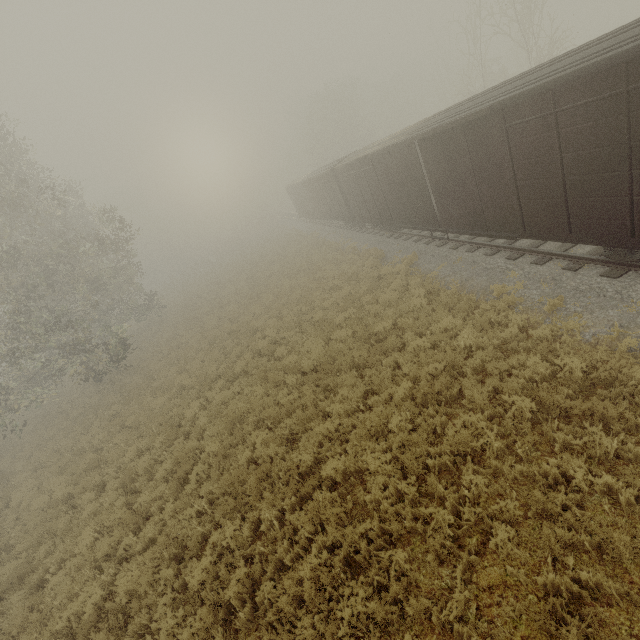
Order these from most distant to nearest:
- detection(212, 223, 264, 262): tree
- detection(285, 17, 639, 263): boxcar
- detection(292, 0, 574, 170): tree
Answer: detection(212, 223, 264, 262): tree, detection(292, 0, 574, 170): tree, detection(285, 17, 639, 263): boxcar

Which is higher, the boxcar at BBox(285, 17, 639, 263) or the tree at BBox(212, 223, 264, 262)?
the boxcar at BBox(285, 17, 639, 263)

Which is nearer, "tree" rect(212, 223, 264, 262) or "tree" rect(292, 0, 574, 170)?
"tree" rect(292, 0, 574, 170)

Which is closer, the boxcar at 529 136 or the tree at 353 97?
the boxcar at 529 136

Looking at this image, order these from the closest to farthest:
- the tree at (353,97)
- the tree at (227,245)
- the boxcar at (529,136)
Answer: the boxcar at (529,136) < the tree at (353,97) < the tree at (227,245)

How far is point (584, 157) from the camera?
6.68m

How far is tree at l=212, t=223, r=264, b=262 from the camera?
51.4 meters

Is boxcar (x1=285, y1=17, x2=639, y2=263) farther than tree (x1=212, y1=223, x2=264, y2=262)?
No
